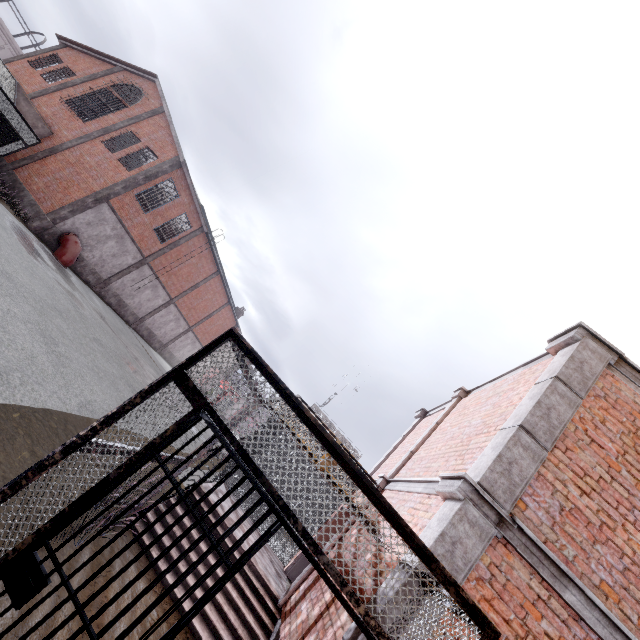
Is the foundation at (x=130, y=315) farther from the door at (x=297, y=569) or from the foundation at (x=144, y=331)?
the door at (x=297, y=569)

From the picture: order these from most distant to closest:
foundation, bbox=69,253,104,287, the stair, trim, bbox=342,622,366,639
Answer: foundation, bbox=69,253,104,287
the stair
trim, bbox=342,622,366,639

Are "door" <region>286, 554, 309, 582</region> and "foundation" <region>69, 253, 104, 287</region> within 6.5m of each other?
no

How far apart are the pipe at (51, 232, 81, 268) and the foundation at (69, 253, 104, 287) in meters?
0.1

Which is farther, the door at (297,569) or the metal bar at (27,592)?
the door at (297,569)

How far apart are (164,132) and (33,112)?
6.98m

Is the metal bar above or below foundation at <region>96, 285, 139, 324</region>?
above

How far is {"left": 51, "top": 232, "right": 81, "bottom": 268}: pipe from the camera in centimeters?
1764cm
